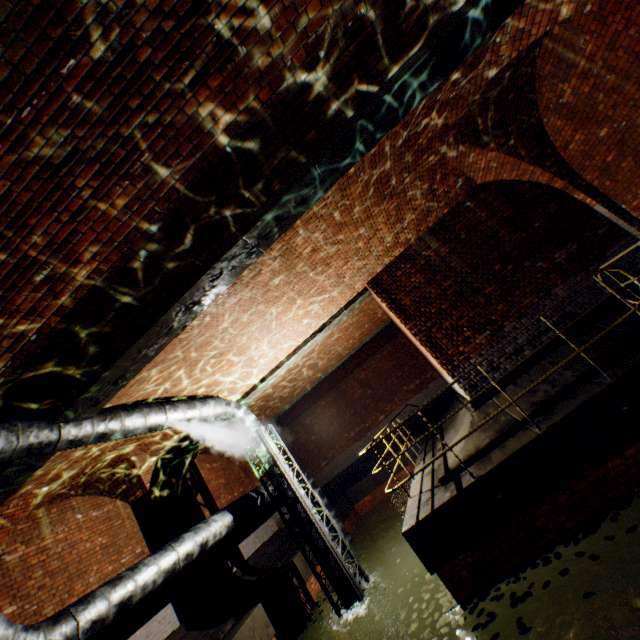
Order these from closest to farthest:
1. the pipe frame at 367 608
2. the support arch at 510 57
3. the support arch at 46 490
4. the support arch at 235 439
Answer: the support arch at 510 57 < the support arch at 46 490 < the pipe frame at 367 608 < the support arch at 235 439

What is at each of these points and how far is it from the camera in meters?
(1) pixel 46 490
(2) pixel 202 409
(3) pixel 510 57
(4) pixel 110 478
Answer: (1) support arch, 6.7
(2) pipe, 7.6
(3) support arch, 4.8
(4) support arch, 8.6

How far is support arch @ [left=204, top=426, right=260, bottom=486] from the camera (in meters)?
13.11

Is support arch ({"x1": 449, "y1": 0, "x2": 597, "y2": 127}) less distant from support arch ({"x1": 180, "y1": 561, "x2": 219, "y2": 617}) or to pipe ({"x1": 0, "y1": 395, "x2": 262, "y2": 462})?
pipe ({"x1": 0, "y1": 395, "x2": 262, "y2": 462})

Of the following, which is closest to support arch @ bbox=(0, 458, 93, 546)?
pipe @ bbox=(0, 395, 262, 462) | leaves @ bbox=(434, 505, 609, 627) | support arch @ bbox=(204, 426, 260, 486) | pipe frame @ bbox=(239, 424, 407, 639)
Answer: pipe @ bbox=(0, 395, 262, 462)

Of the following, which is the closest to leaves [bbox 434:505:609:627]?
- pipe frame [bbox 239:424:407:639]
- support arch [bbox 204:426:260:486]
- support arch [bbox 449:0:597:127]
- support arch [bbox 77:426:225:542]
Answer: pipe frame [bbox 239:424:407:639]

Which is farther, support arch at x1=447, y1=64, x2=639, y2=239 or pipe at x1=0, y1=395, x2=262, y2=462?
support arch at x1=447, y1=64, x2=639, y2=239

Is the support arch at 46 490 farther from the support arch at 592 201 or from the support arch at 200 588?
the support arch at 592 201
